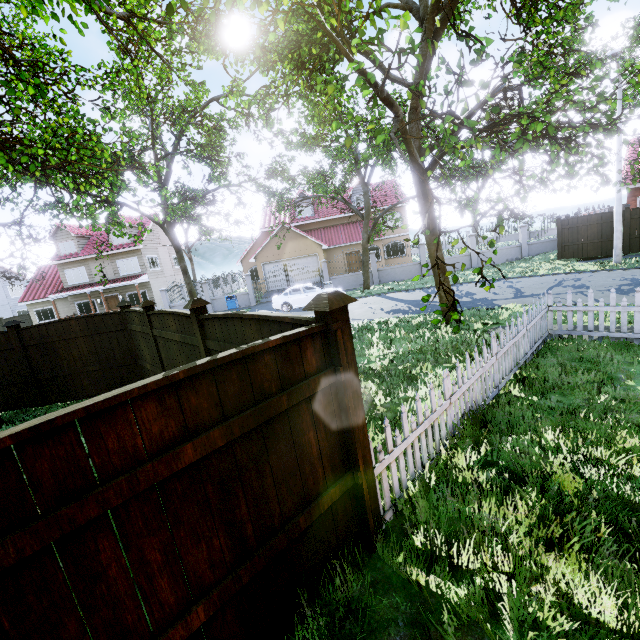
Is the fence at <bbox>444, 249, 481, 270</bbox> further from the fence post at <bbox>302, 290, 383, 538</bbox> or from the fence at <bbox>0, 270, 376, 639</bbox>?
the fence post at <bbox>302, 290, 383, 538</bbox>

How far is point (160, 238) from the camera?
32.4 meters

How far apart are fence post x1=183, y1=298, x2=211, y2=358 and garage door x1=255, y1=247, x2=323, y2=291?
23.8 meters

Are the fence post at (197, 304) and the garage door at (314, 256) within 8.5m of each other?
no

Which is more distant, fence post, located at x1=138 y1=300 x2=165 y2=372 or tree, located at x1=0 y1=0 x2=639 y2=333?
fence post, located at x1=138 y1=300 x2=165 y2=372

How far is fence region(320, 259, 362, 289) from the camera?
24.20m

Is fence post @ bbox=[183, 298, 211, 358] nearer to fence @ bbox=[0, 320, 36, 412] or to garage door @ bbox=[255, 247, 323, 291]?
fence @ bbox=[0, 320, 36, 412]

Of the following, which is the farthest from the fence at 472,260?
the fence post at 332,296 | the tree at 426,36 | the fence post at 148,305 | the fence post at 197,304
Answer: the fence post at 332,296
